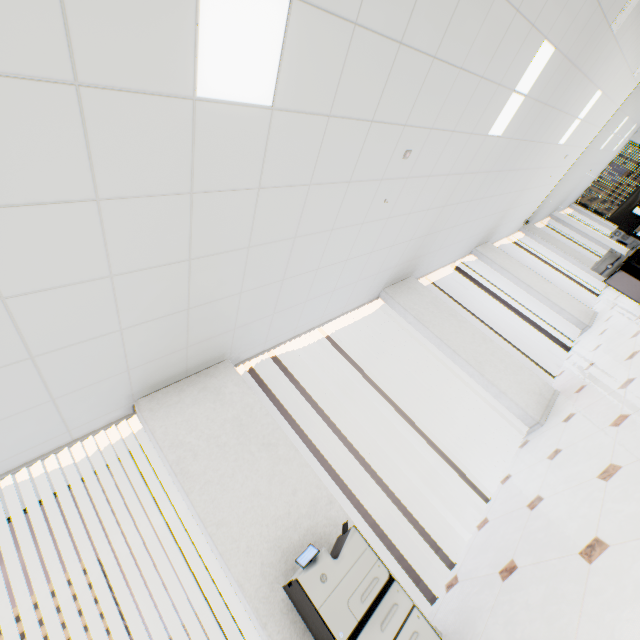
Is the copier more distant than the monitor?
No

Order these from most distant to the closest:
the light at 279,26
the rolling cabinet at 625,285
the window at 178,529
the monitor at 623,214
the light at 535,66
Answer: the rolling cabinet at 625,285, the monitor at 623,214, the light at 535,66, the window at 178,529, the light at 279,26

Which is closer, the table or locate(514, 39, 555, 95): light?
locate(514, 39, 555, 95): light

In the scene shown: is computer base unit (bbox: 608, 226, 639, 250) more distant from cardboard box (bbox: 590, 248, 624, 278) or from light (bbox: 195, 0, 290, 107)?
light (bbox: 195, 0, 290, 107)

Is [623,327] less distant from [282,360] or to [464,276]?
[464,276]

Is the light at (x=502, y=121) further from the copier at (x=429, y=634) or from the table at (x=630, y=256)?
the copier at (x=429, y=634)

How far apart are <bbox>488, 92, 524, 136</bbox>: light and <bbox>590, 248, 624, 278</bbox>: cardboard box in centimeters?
263cm
